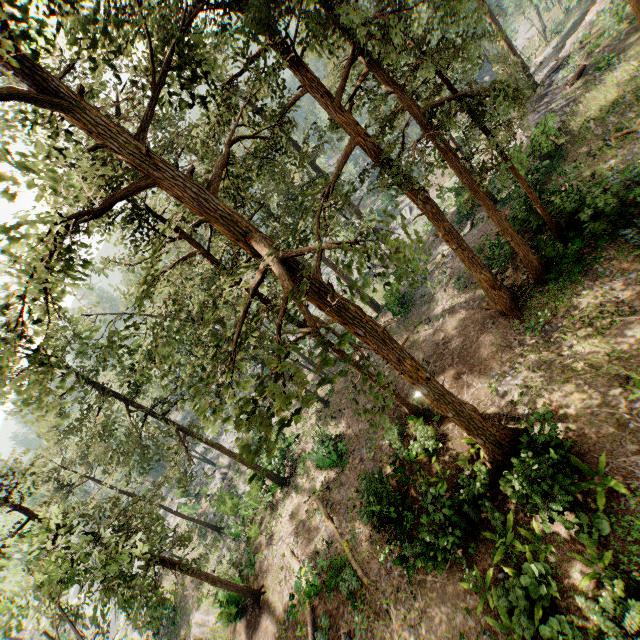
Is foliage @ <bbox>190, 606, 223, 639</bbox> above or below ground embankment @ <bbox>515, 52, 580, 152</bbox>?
below

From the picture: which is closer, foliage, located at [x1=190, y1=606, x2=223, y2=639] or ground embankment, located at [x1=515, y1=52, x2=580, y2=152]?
ground embankment, located at [x1=515, y1=52, x2=580, y2=152]

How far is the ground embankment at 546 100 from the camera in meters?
21.3 m

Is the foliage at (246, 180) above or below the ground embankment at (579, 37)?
above

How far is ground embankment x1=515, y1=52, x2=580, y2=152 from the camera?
21.3m

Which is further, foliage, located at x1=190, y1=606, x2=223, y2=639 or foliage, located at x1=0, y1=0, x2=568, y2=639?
foliage, located at x1=190, y1=606, x2=223, y2=639

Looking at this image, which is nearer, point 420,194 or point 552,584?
point 552,584
